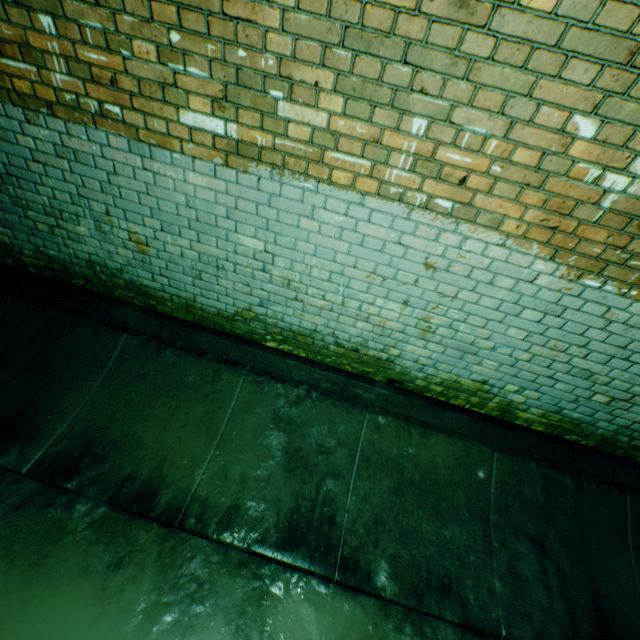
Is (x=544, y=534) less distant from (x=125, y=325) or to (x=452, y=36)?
(x=452, y=36)
